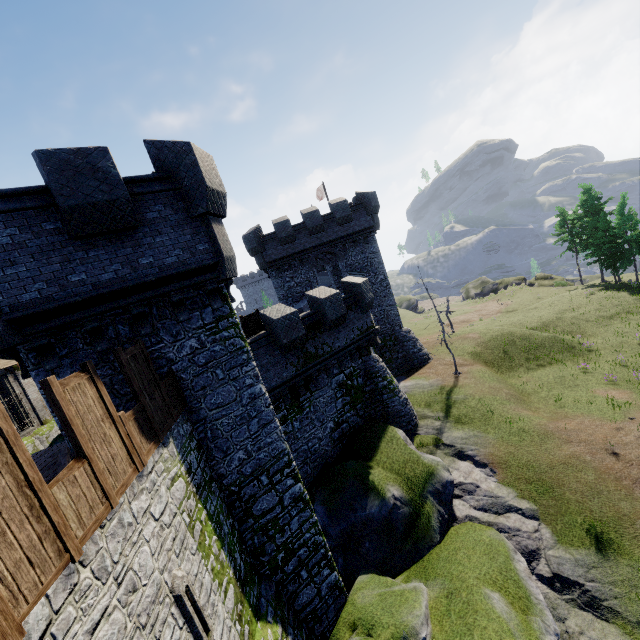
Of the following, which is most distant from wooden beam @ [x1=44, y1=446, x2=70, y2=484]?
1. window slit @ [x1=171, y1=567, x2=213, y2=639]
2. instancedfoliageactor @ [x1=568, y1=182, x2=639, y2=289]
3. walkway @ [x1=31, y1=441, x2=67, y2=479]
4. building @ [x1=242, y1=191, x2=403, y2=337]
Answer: instancedfoliageactor @ [x1=568, y1=182, x2=639, y2=289]

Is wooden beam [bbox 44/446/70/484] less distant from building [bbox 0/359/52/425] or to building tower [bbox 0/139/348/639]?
building tower [bbox 0/139/348/639]

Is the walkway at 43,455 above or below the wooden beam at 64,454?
below

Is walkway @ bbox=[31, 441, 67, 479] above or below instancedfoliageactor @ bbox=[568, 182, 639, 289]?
above

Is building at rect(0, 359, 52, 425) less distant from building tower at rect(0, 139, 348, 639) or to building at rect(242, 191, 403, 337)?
building tower at rect(0, 139, 348, 639)

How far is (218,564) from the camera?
7.50m

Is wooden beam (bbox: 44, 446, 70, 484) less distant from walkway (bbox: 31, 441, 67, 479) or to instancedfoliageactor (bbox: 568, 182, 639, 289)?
walkway (bbox: 31, 441, 67, 479)

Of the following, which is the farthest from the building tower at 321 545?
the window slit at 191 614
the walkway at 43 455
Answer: the window slit at 191 614
